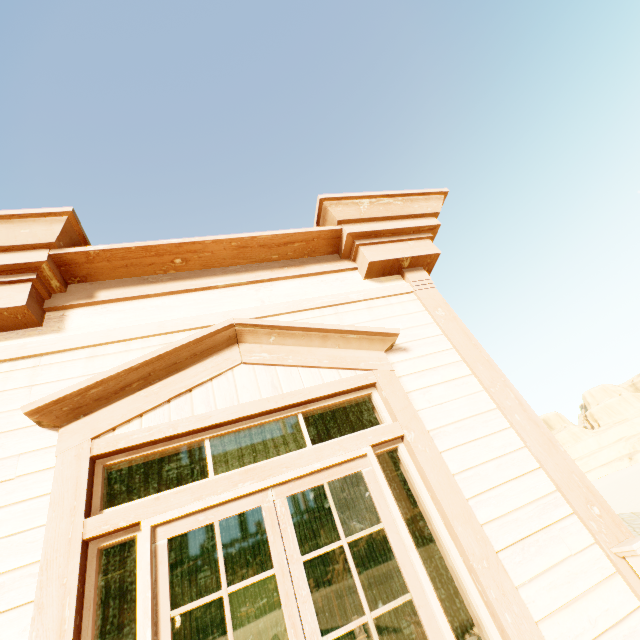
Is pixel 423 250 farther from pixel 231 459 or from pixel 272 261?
pixel 231 459

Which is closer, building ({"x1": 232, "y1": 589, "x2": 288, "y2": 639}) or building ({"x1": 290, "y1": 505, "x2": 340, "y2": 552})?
building ({"x1": 232, "y1": 589, "x2": 288, "y2": 639})

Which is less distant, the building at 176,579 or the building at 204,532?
the building at 204,532

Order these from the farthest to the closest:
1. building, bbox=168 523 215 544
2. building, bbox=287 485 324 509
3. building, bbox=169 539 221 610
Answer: building, bbox=169 539 221 610, building, bbox=287 485 324 509, building, bbox=168 523 215 544

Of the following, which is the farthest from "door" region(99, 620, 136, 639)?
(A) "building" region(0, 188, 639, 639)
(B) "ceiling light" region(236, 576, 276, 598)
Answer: (B) "ceiling light" region(236, 576, 276, 598)

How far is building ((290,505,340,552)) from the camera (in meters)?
9.38

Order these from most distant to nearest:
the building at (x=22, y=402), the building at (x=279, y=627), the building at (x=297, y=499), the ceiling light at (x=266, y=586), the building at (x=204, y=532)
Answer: the building at (x=279, y=627), the building at (x=297, y=499), the ceiling light at (x=266, y=586), the building at (x=204, y=532), the building at (x=22, y=402)
